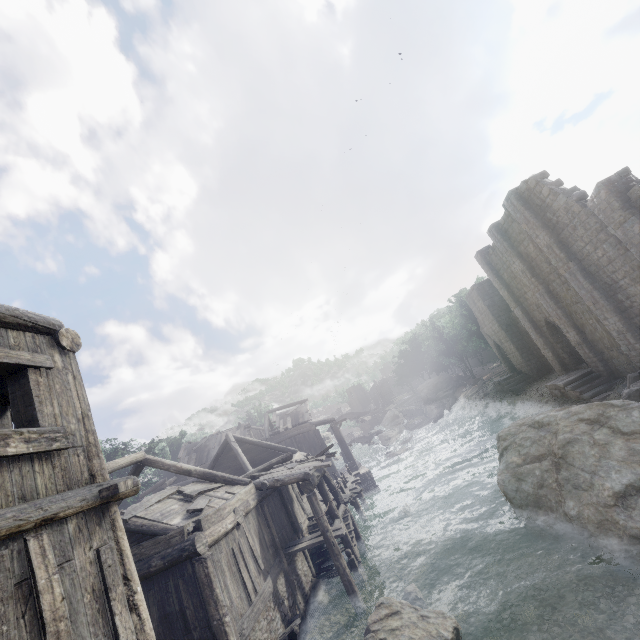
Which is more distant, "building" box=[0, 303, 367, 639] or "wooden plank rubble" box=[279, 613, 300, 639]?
"wooden plank rubble" box=[279, 613, 300, 639]

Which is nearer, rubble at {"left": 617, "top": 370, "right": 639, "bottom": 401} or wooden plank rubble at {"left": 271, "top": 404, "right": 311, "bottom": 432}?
rubble at {"left": 617, "top": 370, "right": 639, "bottom": 401}

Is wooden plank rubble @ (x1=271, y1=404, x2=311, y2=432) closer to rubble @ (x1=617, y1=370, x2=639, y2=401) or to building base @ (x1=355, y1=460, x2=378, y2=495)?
building base @ (x1=355, y1=460, x2=378, y2=495)

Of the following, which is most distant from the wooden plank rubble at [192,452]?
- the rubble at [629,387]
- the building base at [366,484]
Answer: the rubble at [629,387]

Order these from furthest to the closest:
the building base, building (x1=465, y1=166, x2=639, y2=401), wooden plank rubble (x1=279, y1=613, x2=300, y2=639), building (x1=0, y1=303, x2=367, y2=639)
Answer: the building base → building (x1=465, y1=166, x2=639, y2=401) → wooden plank rubble (x1=279, y1=613, x2=300, y2=639) → building (x1=0, y1=303, x2=367, y2=639)

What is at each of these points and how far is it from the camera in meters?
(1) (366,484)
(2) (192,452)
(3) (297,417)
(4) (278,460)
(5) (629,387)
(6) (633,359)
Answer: (1) building base, 26.6 m
(2) wooden plank rubble, 33.8 m
(3) wooden plank rubble, 33.6 m
(4) building, 17.8 m
(5) rubble, 16.9 m
(6) building, 17.4 m

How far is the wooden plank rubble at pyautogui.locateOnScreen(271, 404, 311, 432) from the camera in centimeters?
3234cm

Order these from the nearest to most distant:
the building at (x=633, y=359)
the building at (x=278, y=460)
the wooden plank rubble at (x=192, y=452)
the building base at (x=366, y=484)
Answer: the building at (x=278, y=460) → the building at (x=633, y=359) → the building base at (x=366, y=484) → the wooden plank rubble at (x=192, y=452)
